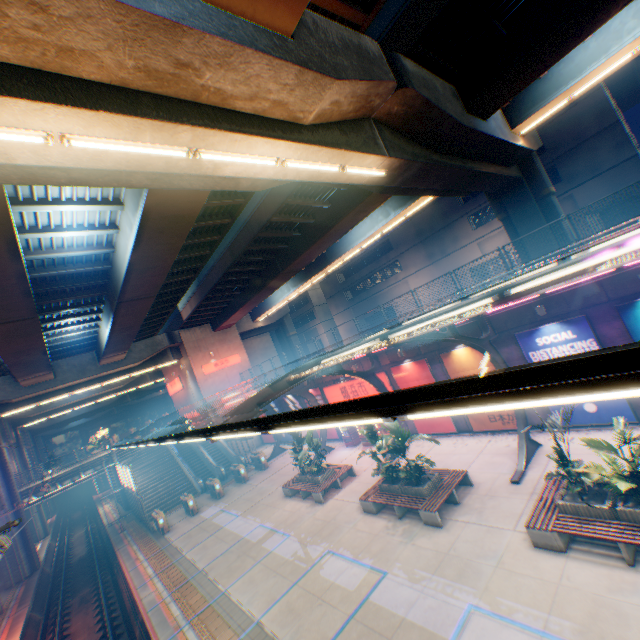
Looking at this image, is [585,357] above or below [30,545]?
above

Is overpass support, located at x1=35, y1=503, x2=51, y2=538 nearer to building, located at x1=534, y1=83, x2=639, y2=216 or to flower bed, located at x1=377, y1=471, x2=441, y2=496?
building, located at x1=534, y1=83, x2=639, y2=216

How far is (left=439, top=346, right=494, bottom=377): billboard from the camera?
15.6 meters

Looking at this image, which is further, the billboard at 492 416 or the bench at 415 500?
the billboard at 492 416

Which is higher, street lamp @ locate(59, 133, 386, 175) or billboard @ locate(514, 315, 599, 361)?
street lamp @ locate(59, 133, 386, 175)

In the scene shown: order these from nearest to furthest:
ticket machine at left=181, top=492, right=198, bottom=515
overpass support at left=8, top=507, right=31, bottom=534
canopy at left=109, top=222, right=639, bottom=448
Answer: canopy at left=109, top=222, right=639, bottom=448 → ticket machine at left=181, top=492, right=198, bottom=515 → overpass support at left=8, top=507, right=31, bottom=534

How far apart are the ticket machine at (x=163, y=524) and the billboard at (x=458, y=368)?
20.12m

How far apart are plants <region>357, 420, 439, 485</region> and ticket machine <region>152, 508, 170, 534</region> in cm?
1673
